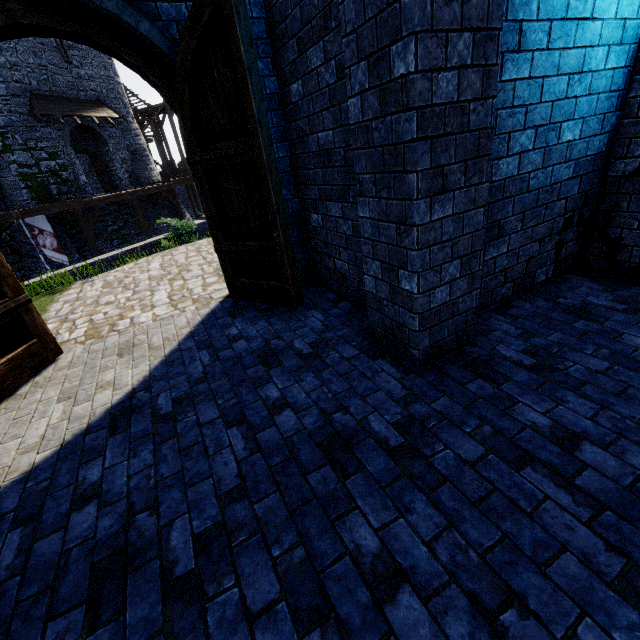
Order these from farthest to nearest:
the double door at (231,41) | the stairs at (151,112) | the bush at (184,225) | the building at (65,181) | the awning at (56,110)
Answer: the stairs at (151,112) → the awning at (56,110) → the building at (65,181) → the bush at (184,225) → the double door at (231,41)

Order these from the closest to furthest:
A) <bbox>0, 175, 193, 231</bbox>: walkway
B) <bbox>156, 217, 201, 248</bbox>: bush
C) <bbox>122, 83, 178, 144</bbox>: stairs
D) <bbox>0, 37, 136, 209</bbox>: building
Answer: <bbox>156, 217, 201, 248</bbox>: bush < <bbox>0, 175, 193, 231</bbox>: walkway < <bbox>0, 37, 136, 209</bbox>: building < <bbox>122, 83, 178, 144</bbox>: stairs

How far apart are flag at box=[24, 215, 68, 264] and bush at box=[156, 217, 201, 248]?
9.2 meters

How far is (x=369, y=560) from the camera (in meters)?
1.69

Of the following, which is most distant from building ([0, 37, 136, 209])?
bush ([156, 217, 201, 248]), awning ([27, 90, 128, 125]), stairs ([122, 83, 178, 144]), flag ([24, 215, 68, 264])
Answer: bush ([156, 217, 201, 248])

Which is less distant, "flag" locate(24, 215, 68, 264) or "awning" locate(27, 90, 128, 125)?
"flag" locate(24, 215, 68, 264)

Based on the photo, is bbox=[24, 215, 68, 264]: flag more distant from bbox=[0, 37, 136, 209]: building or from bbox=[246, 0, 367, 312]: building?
bbox=[246, 0, 367, 312]: building

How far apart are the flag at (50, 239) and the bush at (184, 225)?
9.2 meters
